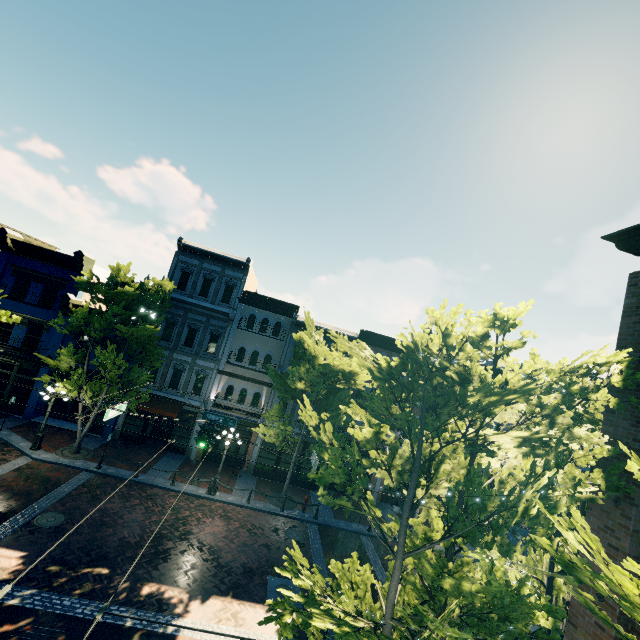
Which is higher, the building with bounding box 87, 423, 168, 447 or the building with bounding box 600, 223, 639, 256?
the building with bounding box 600, 223, 639, 256

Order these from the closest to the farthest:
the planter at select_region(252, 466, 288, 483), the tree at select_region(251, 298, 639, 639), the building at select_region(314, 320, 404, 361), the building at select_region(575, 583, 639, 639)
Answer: the tree at select_region(251, 298, 639, 639) → the building at select_region(575, 583, 639, 639) → the planter at select_region(252, 466, 288, 483) → the building at select_region(314, 320, 404, 361)

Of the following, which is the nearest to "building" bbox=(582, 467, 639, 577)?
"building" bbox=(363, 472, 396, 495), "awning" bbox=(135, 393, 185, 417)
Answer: "building" bbox=(363, 472, 396, 495)

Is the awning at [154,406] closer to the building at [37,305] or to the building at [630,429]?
→ the building at [37,305]

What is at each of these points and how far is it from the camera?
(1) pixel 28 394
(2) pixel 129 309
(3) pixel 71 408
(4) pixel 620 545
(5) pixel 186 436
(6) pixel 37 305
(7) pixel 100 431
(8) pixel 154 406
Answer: (1) building, 21.05m
(2) tree, 19.14m
(3) building, 22.11m
(4) building, 6.28m
(5) building, 22.14m
(6) building, 20.27m
(7) building, 21.31m
(8) awning, 20.61m

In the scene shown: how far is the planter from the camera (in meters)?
21.80

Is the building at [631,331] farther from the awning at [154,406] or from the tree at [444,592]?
the awning at [154,406]

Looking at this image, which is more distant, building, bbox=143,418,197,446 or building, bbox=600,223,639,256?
building, bbox=143,418,197,446
